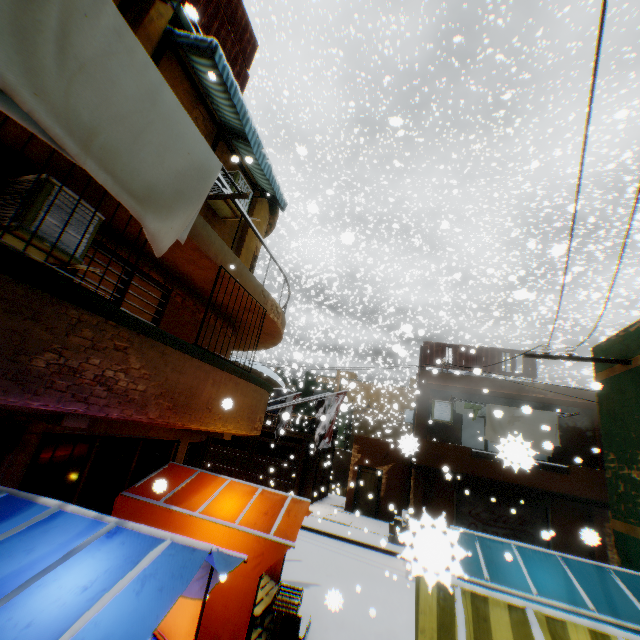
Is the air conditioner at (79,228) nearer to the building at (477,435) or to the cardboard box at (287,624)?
the building at (477,435)

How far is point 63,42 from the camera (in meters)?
2.36

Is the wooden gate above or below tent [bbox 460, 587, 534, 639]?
below

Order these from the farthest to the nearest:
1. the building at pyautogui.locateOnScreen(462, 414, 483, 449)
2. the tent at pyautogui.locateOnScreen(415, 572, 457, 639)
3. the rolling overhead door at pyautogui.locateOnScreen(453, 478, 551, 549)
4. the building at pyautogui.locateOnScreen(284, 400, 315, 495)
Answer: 1. the building at pyautogui.locateOnScreen(462, 414, 483, 449)
2. the building at pyautogui.locateOnScreen(284, 400, 315, 495)
3. the rolling overhead door at pyautogui.locateOnScreen(453, 478, 551, 549)
4. the tent at pyautogui.locateOnScreen(415, 572, 457, 639)

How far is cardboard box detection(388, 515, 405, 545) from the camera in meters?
6.1

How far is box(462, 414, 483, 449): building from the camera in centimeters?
2097cm

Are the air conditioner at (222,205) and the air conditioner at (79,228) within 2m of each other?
no

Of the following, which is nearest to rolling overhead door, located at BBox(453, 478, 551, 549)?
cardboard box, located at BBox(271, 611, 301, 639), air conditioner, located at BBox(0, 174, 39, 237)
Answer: cardboard box, located at BBox(271, 611, 301, 639)
